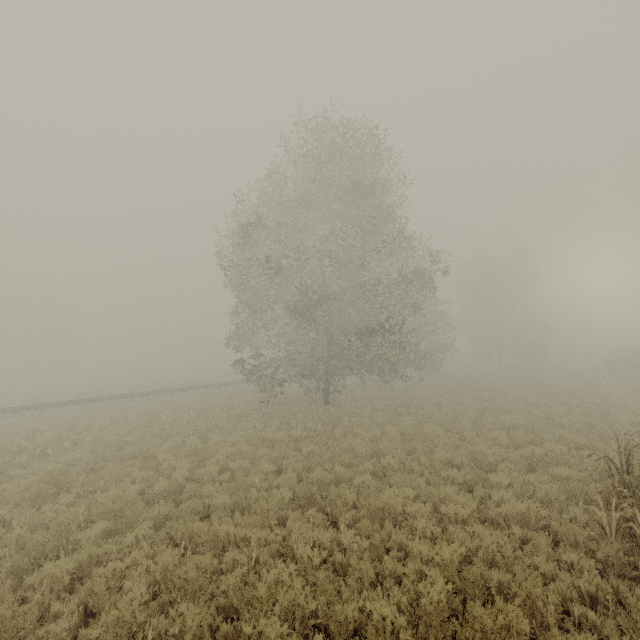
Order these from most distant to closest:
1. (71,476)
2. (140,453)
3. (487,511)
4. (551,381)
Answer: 1. (551,381)
2. (140,453)
3. (71,476)
4. (487,511)
